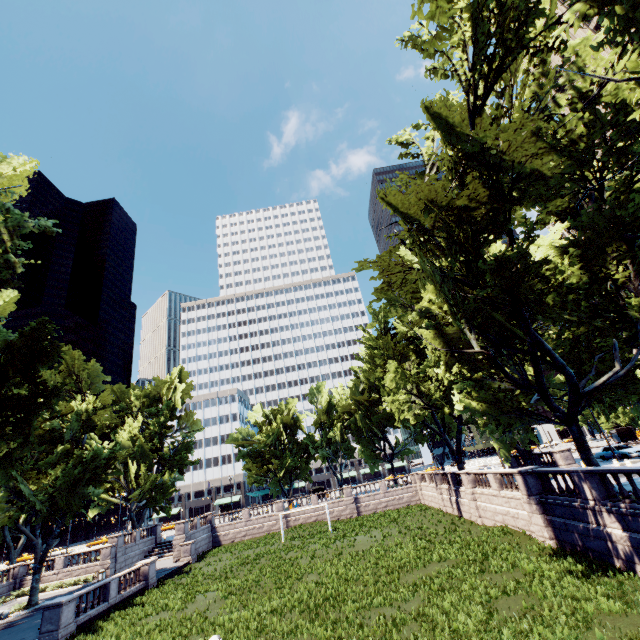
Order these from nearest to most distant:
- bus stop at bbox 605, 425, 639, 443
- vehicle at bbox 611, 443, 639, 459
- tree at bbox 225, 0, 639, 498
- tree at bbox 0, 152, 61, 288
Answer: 1. tree at bbox 225, 0, 639, 498
2. tree at bbox 0, 152, 61, 288
3. vehicle at bbox 611, 443, 639, 459
4. bus stop at bbox 605, 425, 639, 443

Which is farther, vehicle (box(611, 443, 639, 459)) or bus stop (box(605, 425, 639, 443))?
bus stop (box(605, 425, 639, 443))

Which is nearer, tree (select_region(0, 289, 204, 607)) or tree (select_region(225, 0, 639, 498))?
tree (select_region(225, 0, 639, 498))

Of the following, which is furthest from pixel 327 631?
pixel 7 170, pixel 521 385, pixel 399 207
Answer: pixel 7 170

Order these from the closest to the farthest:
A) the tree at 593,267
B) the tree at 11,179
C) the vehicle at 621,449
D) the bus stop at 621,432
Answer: the tree at 593,267 → the tree at 11,179 → the vehicle at 621,449 → the bus stop at 621,432

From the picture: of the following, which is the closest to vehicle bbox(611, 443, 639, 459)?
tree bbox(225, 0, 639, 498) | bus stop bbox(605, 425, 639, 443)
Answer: tree bbox(225, 0, 639, 498)

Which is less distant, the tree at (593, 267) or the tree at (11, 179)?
the tree at (593, 267)

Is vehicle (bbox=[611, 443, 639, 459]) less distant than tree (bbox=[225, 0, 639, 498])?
No
